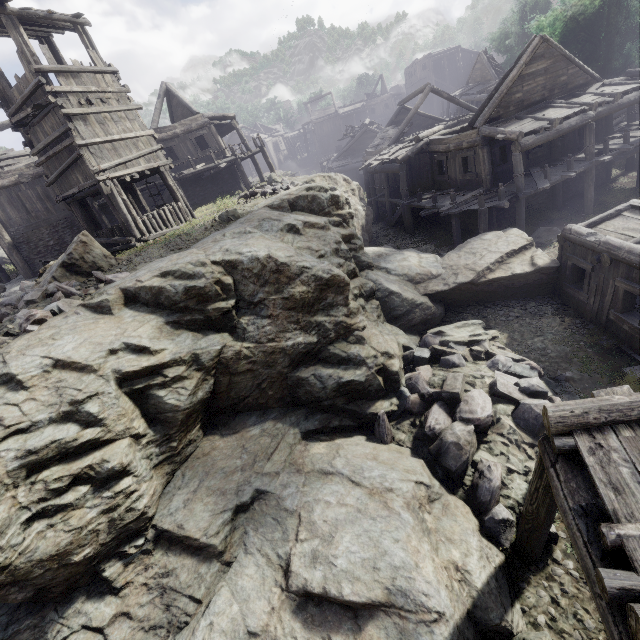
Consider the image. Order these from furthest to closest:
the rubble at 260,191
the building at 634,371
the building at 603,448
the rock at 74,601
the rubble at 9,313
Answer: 1. the rubble at 260,191
2. the building at 634,371
3. the rubble at 9,313
4. the rock at 74,601
5. the building at 603,448

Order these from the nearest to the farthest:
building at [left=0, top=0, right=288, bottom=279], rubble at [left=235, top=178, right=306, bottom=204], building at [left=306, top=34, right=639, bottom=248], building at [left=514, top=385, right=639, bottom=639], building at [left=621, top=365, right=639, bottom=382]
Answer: building at [left=514, top=385, right=639, bottom=639] → building at [left=621, top=365, right=639, bottom=382] → building at [left=0, top=0, right=288, bottom=279] → building at [left=306, top=34, right=639, bottom=248] → rubble at [left=235, top=178, right=306, bottom=204]

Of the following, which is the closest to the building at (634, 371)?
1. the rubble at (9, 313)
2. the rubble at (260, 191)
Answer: the rubble at (260, 191)

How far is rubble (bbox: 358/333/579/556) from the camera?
7.13m

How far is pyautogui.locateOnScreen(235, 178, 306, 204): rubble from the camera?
17.0 meters

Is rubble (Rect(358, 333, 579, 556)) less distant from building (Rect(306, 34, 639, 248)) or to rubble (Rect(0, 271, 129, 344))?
building (Rect(306, 34, 639, 248))

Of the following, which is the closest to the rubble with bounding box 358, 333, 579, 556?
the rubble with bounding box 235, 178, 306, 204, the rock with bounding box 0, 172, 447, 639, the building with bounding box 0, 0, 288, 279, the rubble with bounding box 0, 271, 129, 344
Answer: the rock with bounding box 0, 172, 447, 639

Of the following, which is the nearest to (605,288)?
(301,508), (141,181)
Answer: (301,508)
